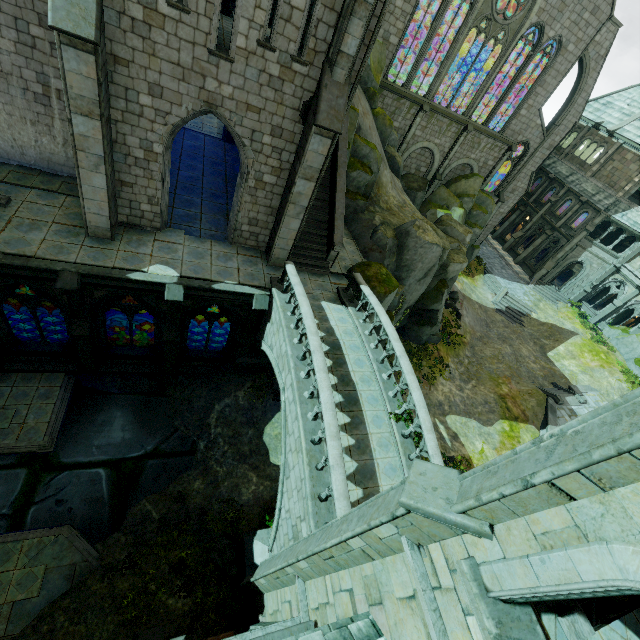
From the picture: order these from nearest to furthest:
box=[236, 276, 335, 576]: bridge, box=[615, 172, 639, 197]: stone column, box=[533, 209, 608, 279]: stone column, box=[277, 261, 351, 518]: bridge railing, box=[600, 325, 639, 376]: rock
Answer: box=[277, 261, 351, 518]: bridge railing → box=[236, 276, 335, 576]: bridge → box=[600, 325, 639, 376]: rock → box=[615, 172, 639, 197]: stone column → box=[533, 209, 608, 279]: stone column

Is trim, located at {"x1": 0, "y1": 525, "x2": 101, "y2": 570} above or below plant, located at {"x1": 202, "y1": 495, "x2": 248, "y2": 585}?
below

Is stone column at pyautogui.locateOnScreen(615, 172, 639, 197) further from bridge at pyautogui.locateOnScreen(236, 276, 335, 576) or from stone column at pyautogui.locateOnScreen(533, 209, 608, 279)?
bridge at pyautogui.locateOnScreen(236, 276, 335, 576)

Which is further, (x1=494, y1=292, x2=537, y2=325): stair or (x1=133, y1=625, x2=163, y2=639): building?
(x1=494, y1=292, x2=537, y2=325): stair

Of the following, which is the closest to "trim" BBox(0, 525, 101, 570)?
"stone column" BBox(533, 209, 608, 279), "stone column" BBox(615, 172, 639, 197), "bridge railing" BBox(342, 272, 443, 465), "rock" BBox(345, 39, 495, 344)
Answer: "rock" BBox(345, 39, 495, 344)

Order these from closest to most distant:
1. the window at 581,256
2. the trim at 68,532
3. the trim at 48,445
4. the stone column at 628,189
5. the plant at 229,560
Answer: the trim at 68,532
the plant at 229,560
the trim at 48,445
the stone column at 628,189
the window at 581,256

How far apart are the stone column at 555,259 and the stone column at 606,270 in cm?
287

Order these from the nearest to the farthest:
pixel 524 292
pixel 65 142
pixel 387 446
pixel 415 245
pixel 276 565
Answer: pixel 276 565 < pixel 387 446 < pixel 65 142 < pixel 415 245 < pixel 524 292
